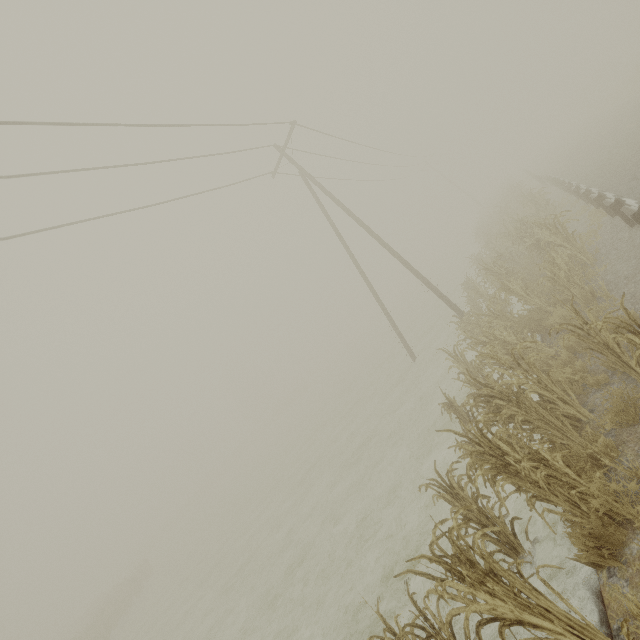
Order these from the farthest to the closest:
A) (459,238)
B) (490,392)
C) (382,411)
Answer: (459,238) → (382,411) → (490,392)

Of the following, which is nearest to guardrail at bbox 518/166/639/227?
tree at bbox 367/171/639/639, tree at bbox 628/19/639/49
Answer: tree at bbox 628/19/639/49

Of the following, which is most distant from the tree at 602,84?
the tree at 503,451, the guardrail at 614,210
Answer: the tree at 503,451

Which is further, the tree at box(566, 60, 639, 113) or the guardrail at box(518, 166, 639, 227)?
the tree at box(566, 60, 639, 113)

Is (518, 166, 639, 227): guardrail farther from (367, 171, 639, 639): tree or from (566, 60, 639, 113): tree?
(367, 171, 639, 639): tree

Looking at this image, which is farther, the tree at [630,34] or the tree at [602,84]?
the tree at [630,34]

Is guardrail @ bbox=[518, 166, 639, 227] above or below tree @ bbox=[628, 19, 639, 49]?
below

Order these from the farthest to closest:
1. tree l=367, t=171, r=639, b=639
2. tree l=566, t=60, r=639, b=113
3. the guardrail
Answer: tree l=566, t=60, r=639, b=113
the guardrail
tree l=367, t=171, r=639, b=639
